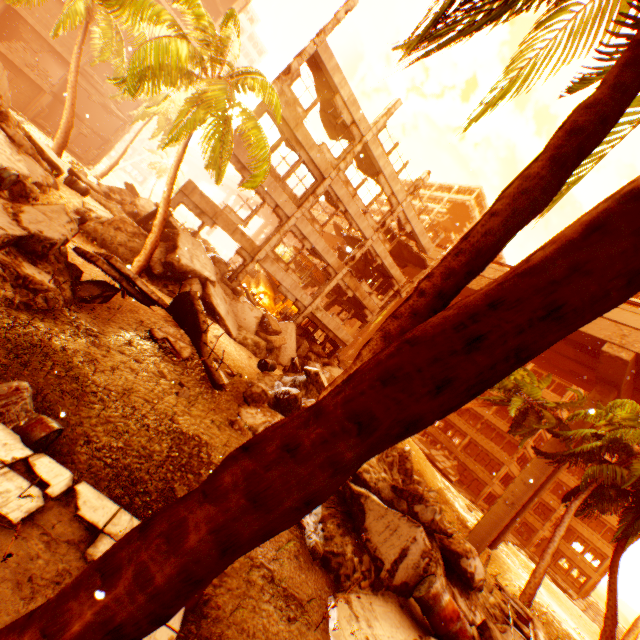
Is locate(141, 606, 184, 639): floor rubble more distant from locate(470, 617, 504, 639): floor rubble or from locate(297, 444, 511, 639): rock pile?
locate(470, 617, 504, 639): floor rubble

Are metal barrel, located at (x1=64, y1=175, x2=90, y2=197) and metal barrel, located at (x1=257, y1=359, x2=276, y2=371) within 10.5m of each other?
no

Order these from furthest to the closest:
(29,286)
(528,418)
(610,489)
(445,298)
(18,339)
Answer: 1. (528,418)
2. (610,489)
3. (29,286)
4. (18,339)
5. (445,298)

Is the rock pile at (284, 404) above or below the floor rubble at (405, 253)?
below

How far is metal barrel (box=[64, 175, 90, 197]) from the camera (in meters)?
13.99

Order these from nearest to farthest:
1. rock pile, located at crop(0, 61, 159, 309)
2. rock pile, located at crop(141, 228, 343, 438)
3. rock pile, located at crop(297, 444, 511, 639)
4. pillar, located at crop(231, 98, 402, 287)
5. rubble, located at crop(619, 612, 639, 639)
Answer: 1. rock pile, located at crop(297, 444, 511, 639)
2. rock pile, located at crop(0, 61, 159, 309)
3. rock pile, located at crop(141, 228, 343, 438)
4. pillar, located at crop(231, 98, 402, 287)
5. rubble, located at crop(619, 612, 639, 639)

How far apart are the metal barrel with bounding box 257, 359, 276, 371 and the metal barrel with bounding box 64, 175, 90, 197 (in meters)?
11.00

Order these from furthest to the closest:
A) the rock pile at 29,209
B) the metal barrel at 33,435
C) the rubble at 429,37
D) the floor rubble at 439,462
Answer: the floor rubble at 439,462, the rock pile at 29,209, the metal barrel at 33,435, the rubble at 429,37
